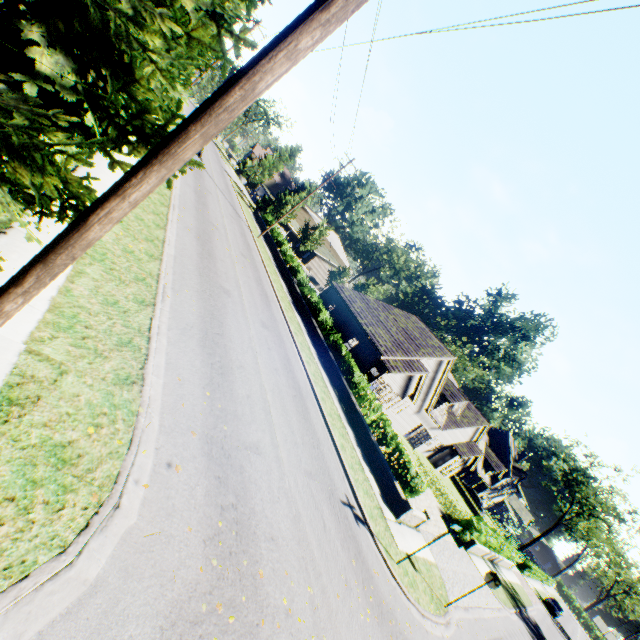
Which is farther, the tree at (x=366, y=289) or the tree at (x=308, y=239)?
the tree at (x=366, y=289)

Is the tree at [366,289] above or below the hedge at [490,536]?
above

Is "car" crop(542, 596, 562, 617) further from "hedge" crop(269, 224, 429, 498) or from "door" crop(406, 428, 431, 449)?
"hedge" crop(269, 224, 429, 498)

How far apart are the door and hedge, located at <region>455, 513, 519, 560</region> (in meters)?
7.55

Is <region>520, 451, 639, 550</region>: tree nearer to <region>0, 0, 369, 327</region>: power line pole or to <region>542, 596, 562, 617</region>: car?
<region>0, 0, 369, 327</region>: power line pole

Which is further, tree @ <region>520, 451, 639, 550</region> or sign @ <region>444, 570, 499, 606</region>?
tree @ <region>520, 451, 639, 550</region>

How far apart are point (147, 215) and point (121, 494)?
10.1 meters

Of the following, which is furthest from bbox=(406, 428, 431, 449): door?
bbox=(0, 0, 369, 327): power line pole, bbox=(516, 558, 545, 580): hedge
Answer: bbox=(0, 0, 369, 327): power line pole
